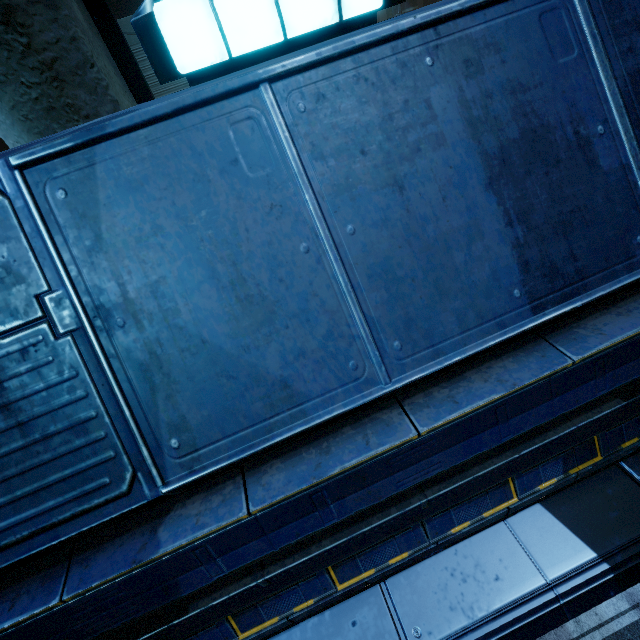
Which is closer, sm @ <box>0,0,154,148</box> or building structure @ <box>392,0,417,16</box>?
sm @ <box>0,0,154,148</box>

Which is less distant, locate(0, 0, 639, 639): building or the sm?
locate(0, 0, 639, 639): building

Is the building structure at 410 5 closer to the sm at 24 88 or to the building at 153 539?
the building at 153 539

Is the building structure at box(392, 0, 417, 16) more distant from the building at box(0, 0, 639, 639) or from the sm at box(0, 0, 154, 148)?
the sm at box(0, 0, 154, 148)

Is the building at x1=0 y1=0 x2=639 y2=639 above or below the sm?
below

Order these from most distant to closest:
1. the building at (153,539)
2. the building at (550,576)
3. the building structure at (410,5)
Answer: the building structure at (410,5), the building at (550,576), the building at (153,539)

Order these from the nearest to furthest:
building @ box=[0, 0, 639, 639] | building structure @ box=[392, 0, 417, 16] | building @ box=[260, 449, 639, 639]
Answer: building @ box=[0, 0, 639, 639]
building @ box=[260, 449, 639, 639]
building structure @ box=[392, 0, 417, 16]

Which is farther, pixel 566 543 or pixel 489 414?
pixel 566 543
